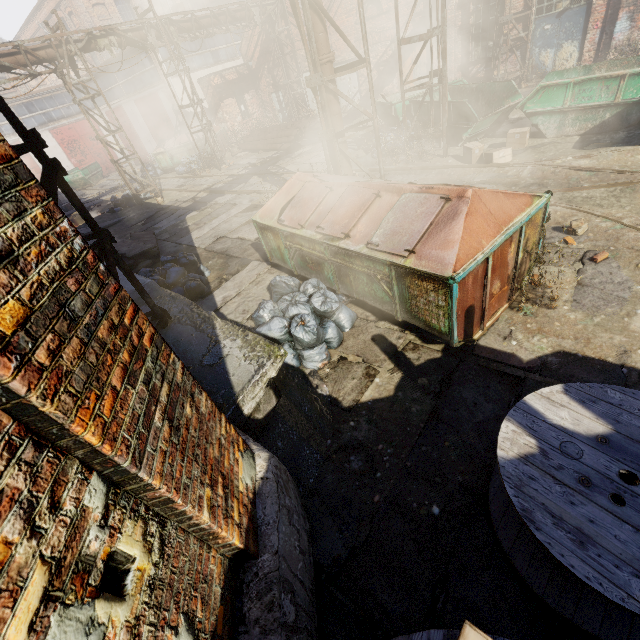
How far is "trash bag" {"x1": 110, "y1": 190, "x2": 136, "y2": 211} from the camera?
15.8 meters

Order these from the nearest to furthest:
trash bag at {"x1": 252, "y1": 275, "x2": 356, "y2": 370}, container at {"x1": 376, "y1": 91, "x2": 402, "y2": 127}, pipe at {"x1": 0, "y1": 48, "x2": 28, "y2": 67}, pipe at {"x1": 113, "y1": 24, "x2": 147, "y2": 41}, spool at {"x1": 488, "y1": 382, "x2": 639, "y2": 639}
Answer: spool at {"x1": 488, "y1": 382, "x2": 639, "y2": 639}, trash bag at {"x1": 252, "y1": 275, "x2": 356, "y2": 370}, pipe at {"x1": 0, "y1": 48, "x2": 28, "y2": 67}, container at {"x1": 376, "y1": 91, "x2": 402, "y2": 127}, pipe at {"x1": 113, "y1": 24, "x2": 147, "y2": 41}

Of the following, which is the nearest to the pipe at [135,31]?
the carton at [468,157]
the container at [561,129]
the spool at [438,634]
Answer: the container at [561,129]

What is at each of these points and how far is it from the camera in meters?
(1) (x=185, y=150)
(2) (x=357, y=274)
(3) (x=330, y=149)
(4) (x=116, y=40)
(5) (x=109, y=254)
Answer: (1) trash container, 20.6
(2) trash container, 4.9
(3) scaffolding, 8.1
(4) pipe, 13.3
(5) pipe, 4.1

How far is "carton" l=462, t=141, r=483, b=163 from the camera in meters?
9.2 m

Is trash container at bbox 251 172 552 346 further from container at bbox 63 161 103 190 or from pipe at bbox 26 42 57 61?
container at bbox 63 161 103 190

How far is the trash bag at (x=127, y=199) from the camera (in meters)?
15.77

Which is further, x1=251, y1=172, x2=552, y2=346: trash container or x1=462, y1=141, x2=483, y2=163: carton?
x1=462, y1=141, x2=483, y2=163: carton
